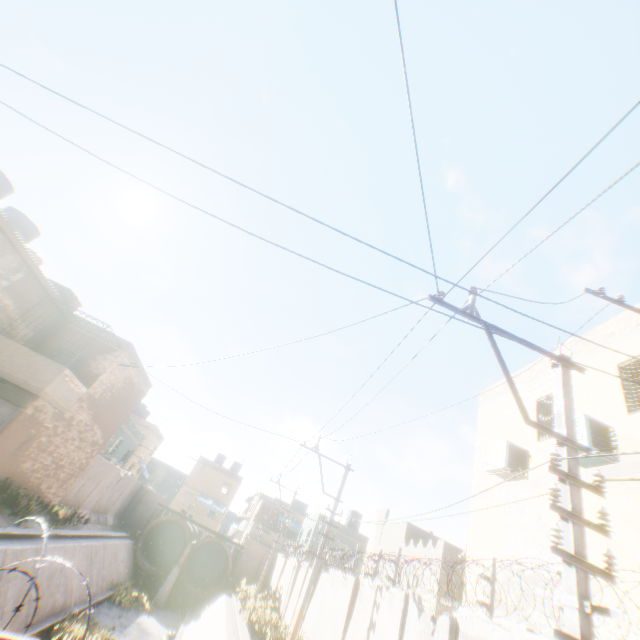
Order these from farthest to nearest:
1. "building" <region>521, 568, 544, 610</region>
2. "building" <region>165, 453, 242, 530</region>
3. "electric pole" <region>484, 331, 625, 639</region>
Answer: "building" <region>165, 453, 242, 530</region>
"building" <region>521, 568, 544, 610</region>
"electric pole" <region>484, 331, 625, 639</region>

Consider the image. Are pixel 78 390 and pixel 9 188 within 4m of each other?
no

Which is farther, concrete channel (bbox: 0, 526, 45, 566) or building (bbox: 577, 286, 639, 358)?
concrete channel (bbox: 0, 526, 45, 566)

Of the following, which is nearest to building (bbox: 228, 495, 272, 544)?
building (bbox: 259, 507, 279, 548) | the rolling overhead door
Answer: the rolling overhead door

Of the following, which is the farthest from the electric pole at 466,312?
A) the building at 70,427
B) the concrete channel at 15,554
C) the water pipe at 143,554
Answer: the water pipe at 143,554

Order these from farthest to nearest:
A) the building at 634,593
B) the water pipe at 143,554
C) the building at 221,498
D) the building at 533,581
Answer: the building at 221,498 < the water pipe at 143,554 < the building at 533,581 < the building at 634,593

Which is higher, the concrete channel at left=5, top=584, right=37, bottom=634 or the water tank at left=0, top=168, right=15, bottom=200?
the water tank at left=0, top=168, right=15, bottom=200

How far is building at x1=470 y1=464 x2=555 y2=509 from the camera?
8.17m
